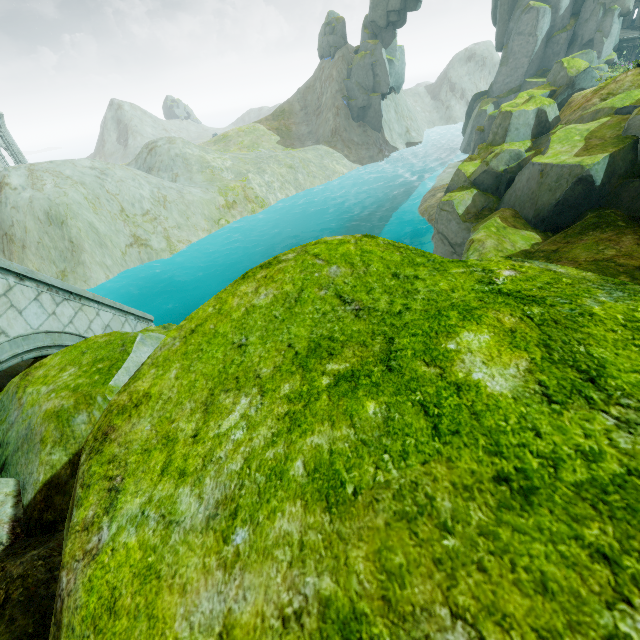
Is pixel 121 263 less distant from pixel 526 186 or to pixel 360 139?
pixel 526 186

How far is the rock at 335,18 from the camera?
49.4 meters

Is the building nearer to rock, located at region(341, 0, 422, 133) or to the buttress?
rock, located at region(341, 0, 422, 133)

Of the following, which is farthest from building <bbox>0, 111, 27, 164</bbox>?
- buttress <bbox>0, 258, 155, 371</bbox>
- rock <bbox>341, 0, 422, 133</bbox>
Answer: buttress <bbox>0, 258, 155, 371</bbox>

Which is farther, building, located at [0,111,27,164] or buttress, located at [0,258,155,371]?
building, located at [0,111,27,164]

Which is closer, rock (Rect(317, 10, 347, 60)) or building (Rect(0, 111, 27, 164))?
building (Rect(0, 111, 27, 164))

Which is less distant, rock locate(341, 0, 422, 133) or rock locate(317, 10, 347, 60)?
rock locate(341, 0, 422, 133)

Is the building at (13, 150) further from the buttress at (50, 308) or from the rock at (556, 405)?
the buttress at (50, 308)
